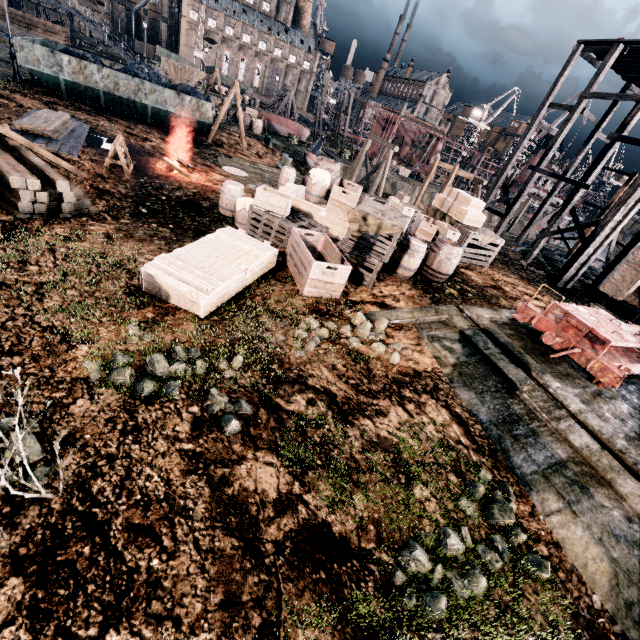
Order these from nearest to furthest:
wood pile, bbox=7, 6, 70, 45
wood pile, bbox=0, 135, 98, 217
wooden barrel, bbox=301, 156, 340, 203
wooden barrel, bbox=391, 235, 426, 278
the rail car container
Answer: wood pile, bbox=0, 135, 98, 217
wooden barrel, bbox=391, 235, 426, 278
wooden barrel, bbox=301, 156, 340, 203
the rail car container
wood pile, bbox=7, 6, 70, 45

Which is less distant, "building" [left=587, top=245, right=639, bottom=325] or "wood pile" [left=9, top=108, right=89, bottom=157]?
"wood pile" [left=9, top=108, right=89, bottom=157]

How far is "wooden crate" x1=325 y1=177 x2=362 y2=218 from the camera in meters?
12.1

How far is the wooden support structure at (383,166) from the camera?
28.91m

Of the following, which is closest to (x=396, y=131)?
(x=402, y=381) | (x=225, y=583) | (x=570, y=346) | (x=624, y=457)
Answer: (x=570, y=346)

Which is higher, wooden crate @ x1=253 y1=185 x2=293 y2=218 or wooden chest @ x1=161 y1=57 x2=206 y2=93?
wooden chest @ x1=161 y1=57 x2=206 y2=93

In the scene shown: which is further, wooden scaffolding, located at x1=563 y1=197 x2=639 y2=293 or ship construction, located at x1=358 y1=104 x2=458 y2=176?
ship construction, located at x1=358 y1=104 x2=458 y2=176

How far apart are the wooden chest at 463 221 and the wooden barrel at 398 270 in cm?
490
